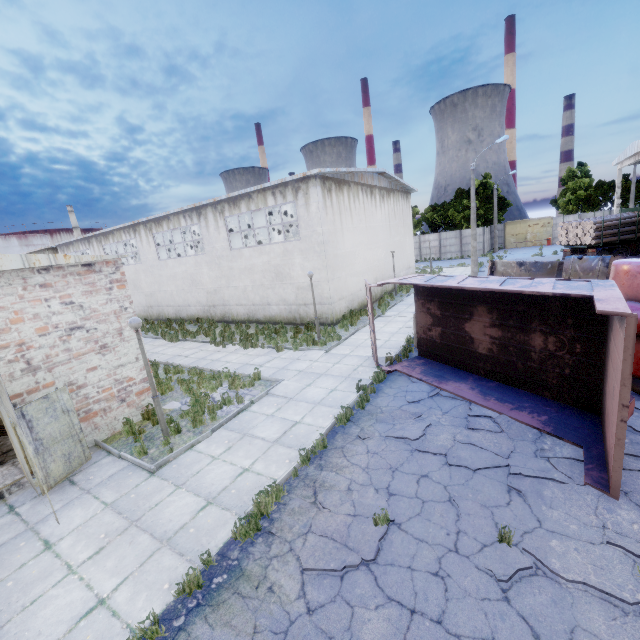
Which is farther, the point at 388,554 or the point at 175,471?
the point at 175,471

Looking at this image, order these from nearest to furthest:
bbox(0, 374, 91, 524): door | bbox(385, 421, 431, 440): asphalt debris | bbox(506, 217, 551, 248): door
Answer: bbox(0, 374, 91, 524): door, bbox(385, 421, 431, 440): asphalt debris, bbox(506, 217, 551, 248): door

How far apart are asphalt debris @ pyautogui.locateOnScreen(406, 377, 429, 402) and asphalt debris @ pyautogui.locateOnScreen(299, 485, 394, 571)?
3.3 meters

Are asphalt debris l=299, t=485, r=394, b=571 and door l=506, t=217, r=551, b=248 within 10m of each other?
no

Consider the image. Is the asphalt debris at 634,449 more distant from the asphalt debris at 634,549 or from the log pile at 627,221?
the log pile at 627,221

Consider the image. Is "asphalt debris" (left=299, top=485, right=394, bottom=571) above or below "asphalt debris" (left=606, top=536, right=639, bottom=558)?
below

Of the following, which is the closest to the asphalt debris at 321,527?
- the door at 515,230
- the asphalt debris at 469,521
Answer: the asphalt debris at 469,521

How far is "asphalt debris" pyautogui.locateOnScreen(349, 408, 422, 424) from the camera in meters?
8.2
